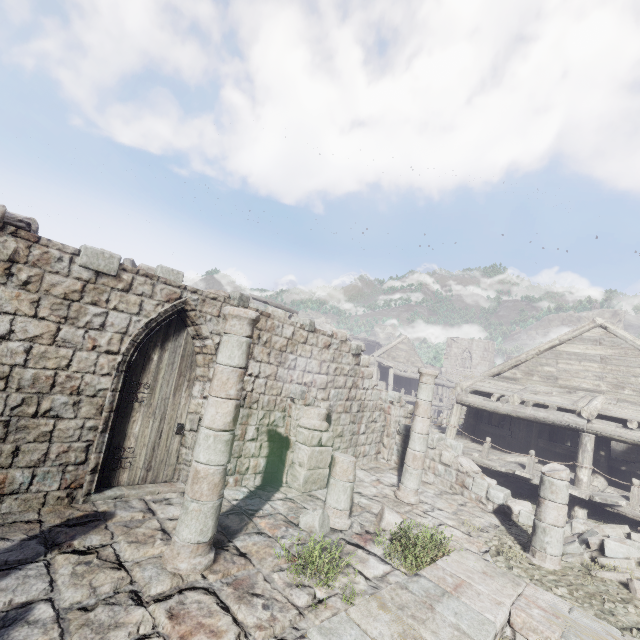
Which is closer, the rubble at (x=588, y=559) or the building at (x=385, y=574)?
the building at (x=385, y=574)

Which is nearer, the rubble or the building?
the building

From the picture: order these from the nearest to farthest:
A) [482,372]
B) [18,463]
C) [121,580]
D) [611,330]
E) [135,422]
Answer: [121,580] → [18,463] → [135,422] → [611,330] → [482,372]
